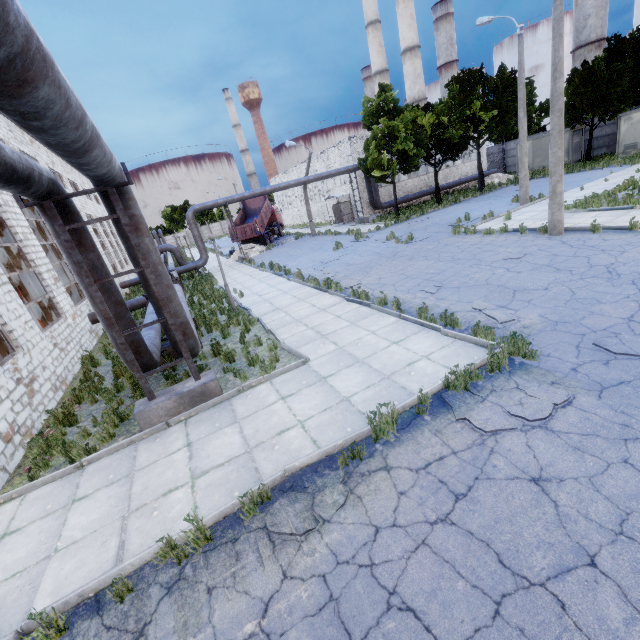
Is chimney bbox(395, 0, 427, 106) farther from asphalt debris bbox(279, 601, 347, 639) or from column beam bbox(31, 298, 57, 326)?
asphalt debris bbox(279, 601, 347, 639)

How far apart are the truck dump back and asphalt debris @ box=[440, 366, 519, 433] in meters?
29.4

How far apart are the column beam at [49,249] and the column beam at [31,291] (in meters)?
3.95

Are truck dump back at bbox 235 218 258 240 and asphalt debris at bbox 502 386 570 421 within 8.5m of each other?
no

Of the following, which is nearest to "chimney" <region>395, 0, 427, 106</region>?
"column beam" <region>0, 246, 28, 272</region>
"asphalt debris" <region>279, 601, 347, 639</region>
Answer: "column beam" <region>0, 246, 28, 272</region>

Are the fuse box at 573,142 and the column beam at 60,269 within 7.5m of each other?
no

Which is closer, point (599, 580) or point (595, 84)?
point (599, 580)

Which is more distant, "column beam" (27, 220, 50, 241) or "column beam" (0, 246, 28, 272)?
"column beam" (27, 220, 50, 241)
